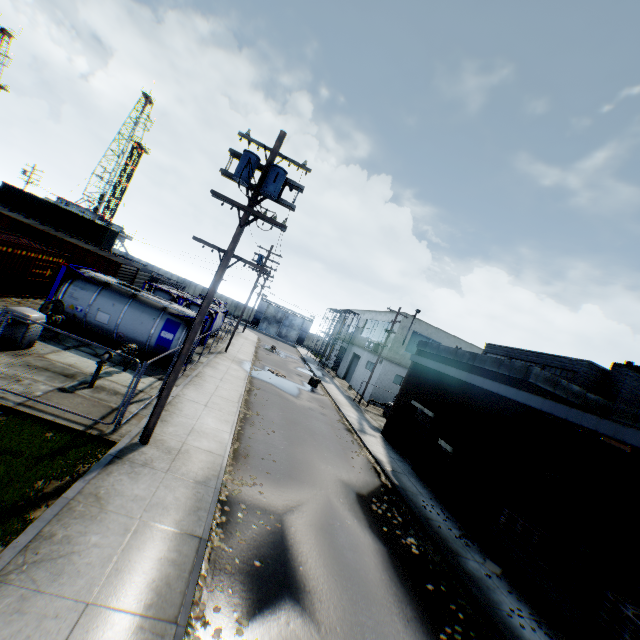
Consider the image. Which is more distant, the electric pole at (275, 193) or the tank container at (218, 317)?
the tank container at (218, 317)

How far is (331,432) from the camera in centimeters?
1864cm

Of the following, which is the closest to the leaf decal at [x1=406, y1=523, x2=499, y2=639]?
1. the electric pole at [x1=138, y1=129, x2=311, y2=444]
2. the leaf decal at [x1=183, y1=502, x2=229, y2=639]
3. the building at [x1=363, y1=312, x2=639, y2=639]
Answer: the building at [x1=363, y1=312, x2=639, y2=639]

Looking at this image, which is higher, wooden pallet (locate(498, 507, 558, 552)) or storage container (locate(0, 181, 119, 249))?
storage container (locate(0, 181, 119, 249))

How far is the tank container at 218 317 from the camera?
19.42m

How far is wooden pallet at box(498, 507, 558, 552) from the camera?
11.1 meters

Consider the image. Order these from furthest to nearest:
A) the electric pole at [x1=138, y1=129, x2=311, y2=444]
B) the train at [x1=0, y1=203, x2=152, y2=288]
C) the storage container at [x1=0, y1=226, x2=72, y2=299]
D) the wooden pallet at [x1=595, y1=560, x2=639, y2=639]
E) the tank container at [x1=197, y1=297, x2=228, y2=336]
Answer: the train at [x1=0, y1=203, x2=152, y2=288] < the tank container at [x1=197, y1=297, x2=228, y2=336] < the storage container at [x1=0, y1=226, x2=72, y2=299] < the electric pole at [x1=138, y1=129, x2=311, y2=444] < the wooden pallet at [x1=595, y1=560, x2=639, y2=639]

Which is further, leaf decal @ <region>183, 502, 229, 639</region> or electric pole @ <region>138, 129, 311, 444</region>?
electric pole @ <region>138, 129, 311, 444</region>
